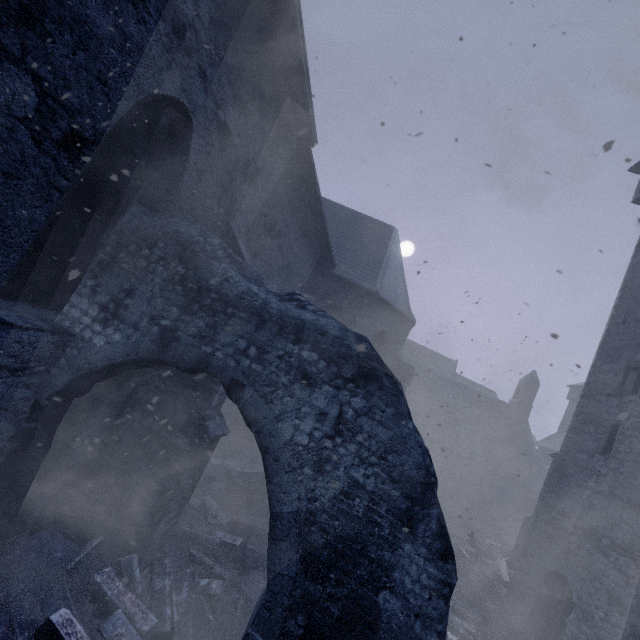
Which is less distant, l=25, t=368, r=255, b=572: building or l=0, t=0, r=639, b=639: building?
l=0, t=0, r=639, b=639: building

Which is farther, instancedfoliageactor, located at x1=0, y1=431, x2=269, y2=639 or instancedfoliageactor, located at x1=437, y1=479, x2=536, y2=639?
instancedfoliageactor, located at x1=437, y1=479, x2=536, y2=639

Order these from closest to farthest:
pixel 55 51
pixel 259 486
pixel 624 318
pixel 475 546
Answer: pixel 55 51 → pixel 259 486 → pixel 624 318 → pixel 475 546

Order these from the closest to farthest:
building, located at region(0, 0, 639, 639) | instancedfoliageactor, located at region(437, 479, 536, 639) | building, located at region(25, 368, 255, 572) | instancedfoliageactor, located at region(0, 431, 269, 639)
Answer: building, located at region(0, 0, 639, 639), instancedfoliageactor, located at region(0, 431, 269, 639), building, located at region(25, 368, 255, 572), instancedfoliageactor, located at region(437, 479, 536, 639)

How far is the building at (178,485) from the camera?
4.3 meters

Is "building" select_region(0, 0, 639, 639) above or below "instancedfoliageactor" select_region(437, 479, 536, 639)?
above

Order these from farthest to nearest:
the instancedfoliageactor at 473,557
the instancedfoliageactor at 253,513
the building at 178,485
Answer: the instancedfoliageactor at 473,557 < the building at 178,485 < the instancedfoliageactor at 253,513
